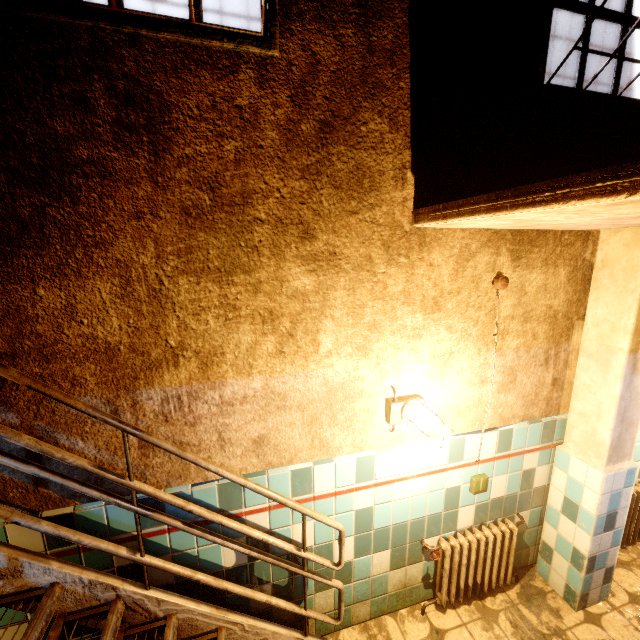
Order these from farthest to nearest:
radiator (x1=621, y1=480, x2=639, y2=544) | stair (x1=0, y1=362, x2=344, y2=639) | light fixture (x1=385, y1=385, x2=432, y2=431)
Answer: radiator (x1=621, y1=480, x2=639, y2=544)
light fixture (x1=385, y1=385, x2=432, y2=431)
stair (x1=0, y1=362, x2=344, y2=639)

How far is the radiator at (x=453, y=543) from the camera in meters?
2.5 m

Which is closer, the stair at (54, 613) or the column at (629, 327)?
the stair at (54, 613)

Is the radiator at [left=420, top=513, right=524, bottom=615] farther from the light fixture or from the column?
the light fixture

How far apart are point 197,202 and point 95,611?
2.2m

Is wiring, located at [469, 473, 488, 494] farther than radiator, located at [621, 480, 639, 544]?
No

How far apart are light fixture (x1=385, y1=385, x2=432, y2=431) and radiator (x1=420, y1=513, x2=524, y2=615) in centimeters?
105cm

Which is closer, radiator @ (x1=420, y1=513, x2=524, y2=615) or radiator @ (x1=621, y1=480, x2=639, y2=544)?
radiator @ (x1=420, y1=513, x2=524, y2=615)
